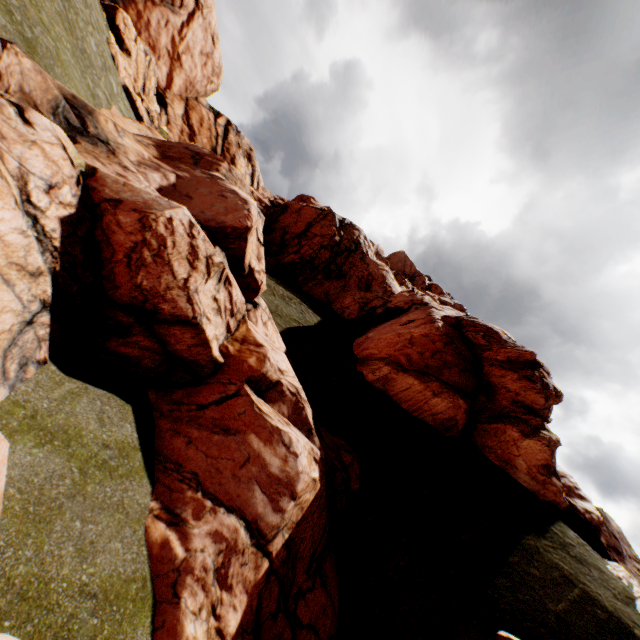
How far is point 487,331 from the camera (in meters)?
22.38
